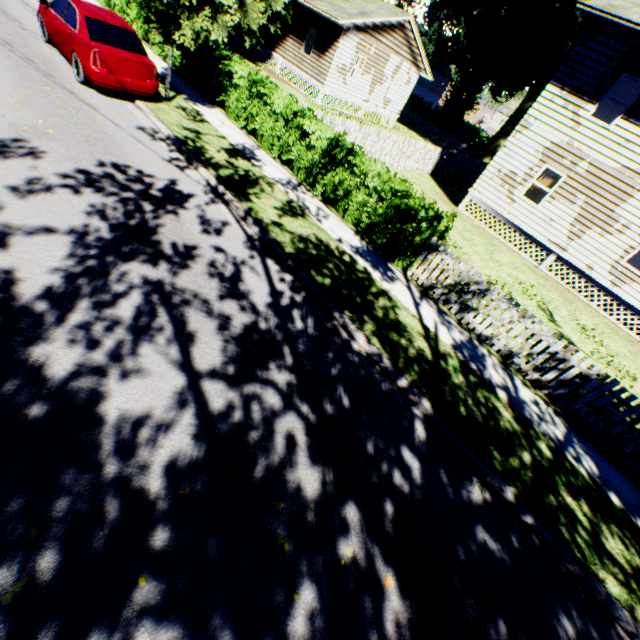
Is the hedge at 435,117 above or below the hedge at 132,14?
above

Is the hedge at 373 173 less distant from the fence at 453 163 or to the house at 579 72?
the fence at 453 163

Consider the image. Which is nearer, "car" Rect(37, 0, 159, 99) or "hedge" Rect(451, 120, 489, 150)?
"car" Rect(37, 0, 159, 99)

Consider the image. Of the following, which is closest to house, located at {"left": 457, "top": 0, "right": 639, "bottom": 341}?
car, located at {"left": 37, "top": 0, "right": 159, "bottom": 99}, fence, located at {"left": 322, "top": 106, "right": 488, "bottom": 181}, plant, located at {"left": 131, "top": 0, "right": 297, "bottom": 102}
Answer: plant, located at {"left": 131, "top": 0, "right": 297, "bottom": 102}

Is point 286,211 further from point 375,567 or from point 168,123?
point 375,567

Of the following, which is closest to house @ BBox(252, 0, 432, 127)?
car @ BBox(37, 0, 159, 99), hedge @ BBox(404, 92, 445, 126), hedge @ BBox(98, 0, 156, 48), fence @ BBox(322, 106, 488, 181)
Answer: fence @ BBox(322, 106, 488, 181)

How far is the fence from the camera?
14.0m

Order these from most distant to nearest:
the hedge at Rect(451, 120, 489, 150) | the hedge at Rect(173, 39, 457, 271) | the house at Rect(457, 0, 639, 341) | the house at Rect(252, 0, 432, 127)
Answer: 1. the hedge at Rect(451, 120, 489, 150)
2. the house at Rect(252, 0, 432, 127)
3. the house at Rect(457, 0, 639, 341)
4. the hedge at Rect(173, 39, 457, 271)
